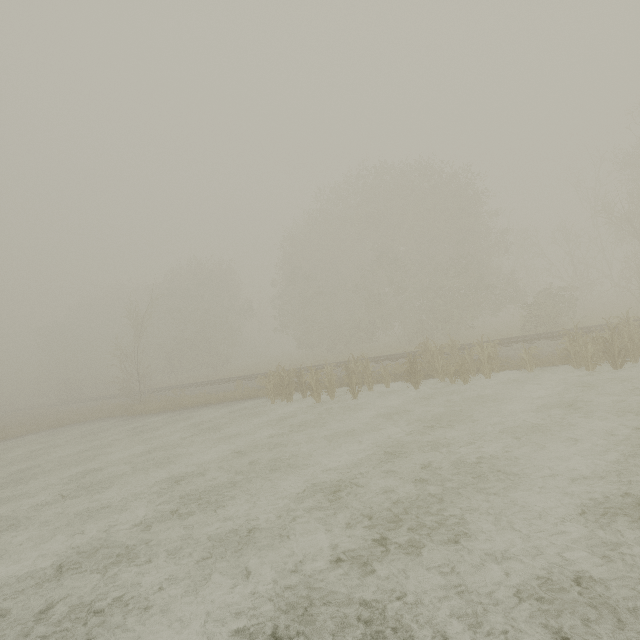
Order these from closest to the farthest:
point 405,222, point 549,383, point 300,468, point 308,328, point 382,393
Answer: point 300,468 < point 549,383 < point 382,393 < point 405,222 < point 308,328
